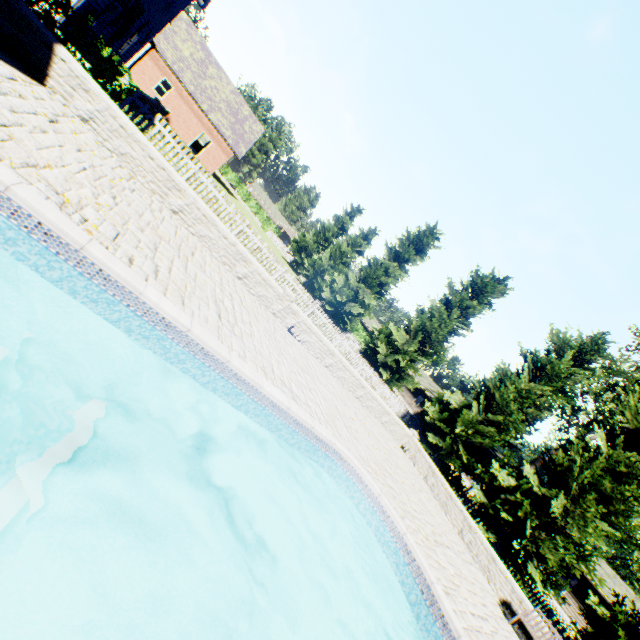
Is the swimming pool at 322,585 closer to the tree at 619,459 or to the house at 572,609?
the tree at 619,459

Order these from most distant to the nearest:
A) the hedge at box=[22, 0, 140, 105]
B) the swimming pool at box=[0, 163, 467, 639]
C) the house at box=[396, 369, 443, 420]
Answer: the house at box=[396, 369, 443, 420]
the hedge at box=[22, 0, 140, 105]
the swimming pool at box=[0, 163, 467, 639]

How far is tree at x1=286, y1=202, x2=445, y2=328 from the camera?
28.97m

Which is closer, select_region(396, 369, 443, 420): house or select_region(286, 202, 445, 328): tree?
select_region(286, 202, 445, 328): tree

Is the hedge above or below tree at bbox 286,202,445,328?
below

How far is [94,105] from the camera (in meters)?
7.00

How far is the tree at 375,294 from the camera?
28.97m
